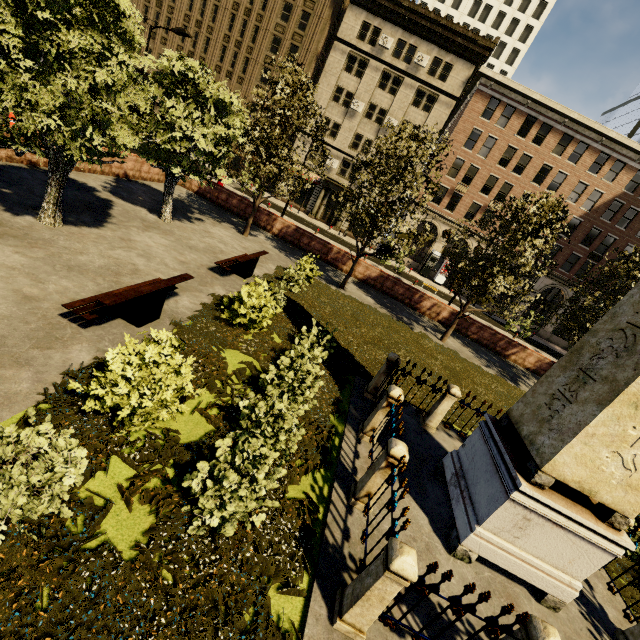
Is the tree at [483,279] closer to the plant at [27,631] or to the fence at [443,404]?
the plant at [27,631]

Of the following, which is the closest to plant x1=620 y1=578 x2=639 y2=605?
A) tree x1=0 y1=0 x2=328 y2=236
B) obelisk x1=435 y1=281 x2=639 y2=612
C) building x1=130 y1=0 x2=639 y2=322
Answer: tree x1=0 y1=0 x2=328 y2=236

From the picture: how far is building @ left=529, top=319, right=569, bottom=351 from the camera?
37.53m

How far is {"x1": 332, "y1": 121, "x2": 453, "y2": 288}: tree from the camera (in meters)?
13.59

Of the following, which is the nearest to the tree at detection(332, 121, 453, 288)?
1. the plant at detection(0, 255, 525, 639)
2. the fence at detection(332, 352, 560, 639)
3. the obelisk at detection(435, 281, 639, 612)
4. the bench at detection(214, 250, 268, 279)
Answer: the plant at detection(0, 255, 525, 639)

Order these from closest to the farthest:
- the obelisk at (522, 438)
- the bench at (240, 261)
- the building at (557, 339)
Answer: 1. the obelisk at (522, 438)
2. the bench at (240, 261)
3. the building at (557, 339)

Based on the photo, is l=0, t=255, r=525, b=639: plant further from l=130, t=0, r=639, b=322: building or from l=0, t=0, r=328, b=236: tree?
l=130, t=0, r=639, b=322: building

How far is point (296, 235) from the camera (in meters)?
20.44
